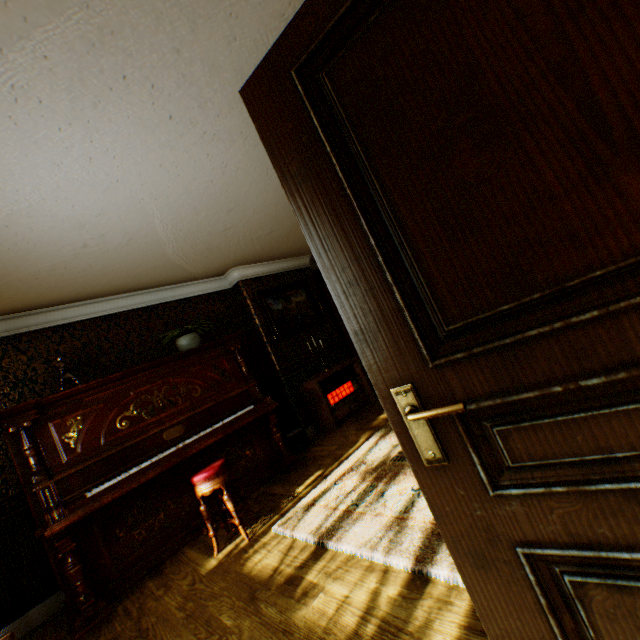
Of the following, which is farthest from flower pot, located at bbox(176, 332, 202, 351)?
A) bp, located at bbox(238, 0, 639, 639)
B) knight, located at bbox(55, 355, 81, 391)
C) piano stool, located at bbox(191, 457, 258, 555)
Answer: bp, located at bbox(238, 0, 639, 639)

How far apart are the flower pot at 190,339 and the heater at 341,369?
1.8 meters

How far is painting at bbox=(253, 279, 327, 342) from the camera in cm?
575

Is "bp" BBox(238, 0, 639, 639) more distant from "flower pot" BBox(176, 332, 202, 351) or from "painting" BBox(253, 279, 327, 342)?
"painting" BBox(253, 279, 327, 342)

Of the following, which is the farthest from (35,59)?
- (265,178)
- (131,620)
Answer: (131,620)

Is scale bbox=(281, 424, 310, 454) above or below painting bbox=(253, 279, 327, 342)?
below

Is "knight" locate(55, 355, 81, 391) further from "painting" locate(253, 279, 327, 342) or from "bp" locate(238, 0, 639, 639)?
"bp" locate(238, 0, 639, 639)

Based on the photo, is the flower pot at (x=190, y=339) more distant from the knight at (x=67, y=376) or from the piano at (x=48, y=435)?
the knight at (x=67, y=376)
